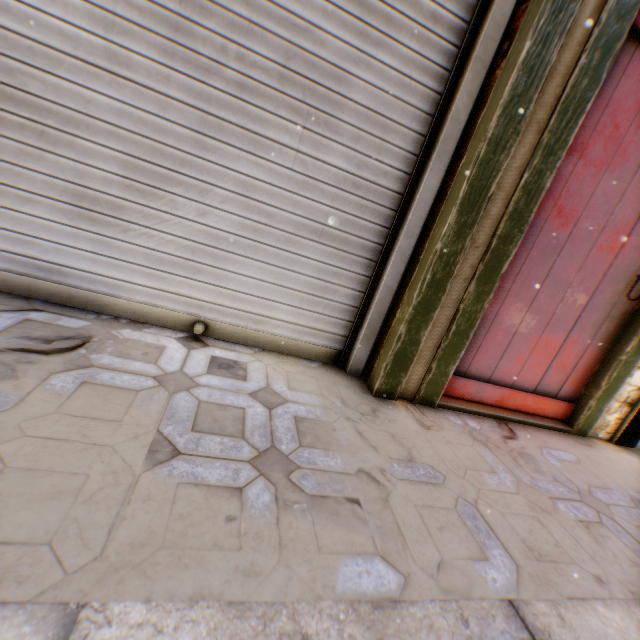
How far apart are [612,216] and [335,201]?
1.7m

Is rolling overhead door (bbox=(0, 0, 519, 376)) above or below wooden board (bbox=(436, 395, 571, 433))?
above

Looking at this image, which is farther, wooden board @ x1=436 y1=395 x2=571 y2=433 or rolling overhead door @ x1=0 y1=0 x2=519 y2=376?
wooden board @ x1=436 y1=395 x2=571 y2=433

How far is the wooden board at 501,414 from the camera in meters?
2.1 m

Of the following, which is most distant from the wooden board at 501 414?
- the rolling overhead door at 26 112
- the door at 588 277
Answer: the rolling overhead door at 26 112

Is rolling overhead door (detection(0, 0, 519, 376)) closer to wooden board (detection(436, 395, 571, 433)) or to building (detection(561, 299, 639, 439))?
building (detection(561, 299, 639, 439))

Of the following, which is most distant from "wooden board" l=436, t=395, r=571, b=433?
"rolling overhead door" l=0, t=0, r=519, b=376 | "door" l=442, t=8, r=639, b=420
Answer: "rolling overhead door" l=0, t=0, r=519, b=376

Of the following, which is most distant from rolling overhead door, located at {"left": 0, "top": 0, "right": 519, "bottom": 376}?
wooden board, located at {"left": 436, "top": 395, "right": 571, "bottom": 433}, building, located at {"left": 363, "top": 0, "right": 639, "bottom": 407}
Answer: wooden board, located at {"left": 436, "top": 395, "right": 571, "bottom": 433}
